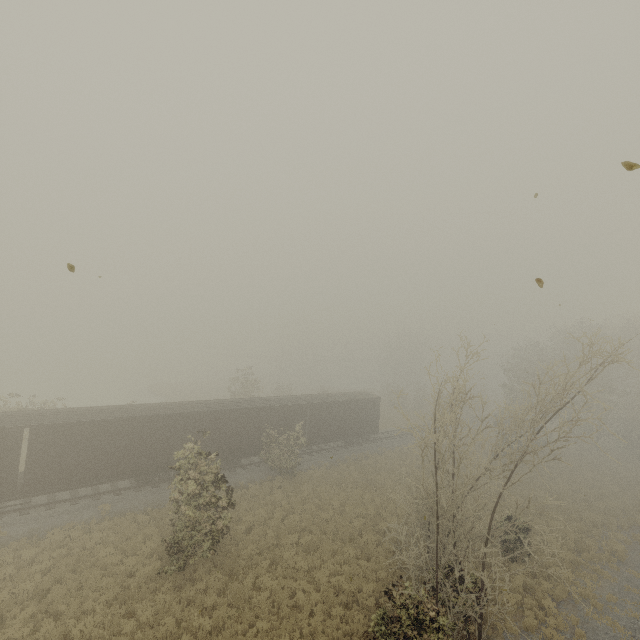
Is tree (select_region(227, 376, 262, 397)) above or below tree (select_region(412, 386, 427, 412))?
above

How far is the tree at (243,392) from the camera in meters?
36.9 m

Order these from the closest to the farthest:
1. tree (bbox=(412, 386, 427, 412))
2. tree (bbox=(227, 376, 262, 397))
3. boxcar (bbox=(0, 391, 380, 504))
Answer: boxcar (bbox=(0, 391, 380, 504)) → tree (bbox=(227, 376, 262, 397)) → tree (bbox=(412, 386, 427, 412))

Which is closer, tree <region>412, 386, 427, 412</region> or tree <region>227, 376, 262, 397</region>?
tree <region>227, 376, 262, 397</region>

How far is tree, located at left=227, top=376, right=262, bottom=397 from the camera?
36.9m

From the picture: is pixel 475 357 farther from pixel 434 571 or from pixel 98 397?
pixel 98 397

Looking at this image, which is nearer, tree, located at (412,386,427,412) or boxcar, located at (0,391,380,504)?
boxcar, located at (0,391,380,504)
